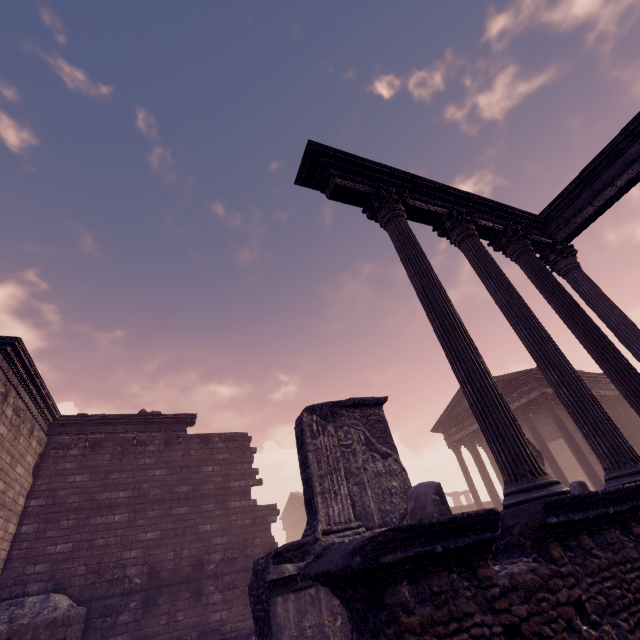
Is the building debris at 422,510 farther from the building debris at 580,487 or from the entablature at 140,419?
the entablature at 140,419

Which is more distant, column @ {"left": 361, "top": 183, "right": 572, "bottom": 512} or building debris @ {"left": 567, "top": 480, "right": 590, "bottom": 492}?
building debris @ {"left": 567, "top": 480, "right": 590, "bottom": 492}

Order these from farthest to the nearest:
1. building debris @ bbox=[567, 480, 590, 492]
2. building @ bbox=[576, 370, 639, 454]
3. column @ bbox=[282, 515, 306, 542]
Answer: column @ bbox=[282, 515, 306, 542]
building @ bbox=[576, 370, 639, 454]
building debris @ bbox=[567, 480, 590, 492]

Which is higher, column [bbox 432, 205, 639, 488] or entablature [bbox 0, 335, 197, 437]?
entablature [bbox 0, 335, 197, 437]

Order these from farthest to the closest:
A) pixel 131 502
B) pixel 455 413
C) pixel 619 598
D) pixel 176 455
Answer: pixel 455 413 → pixel 176 455 → pixel 131 502 → pixel 619 598

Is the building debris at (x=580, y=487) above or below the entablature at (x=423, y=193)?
below

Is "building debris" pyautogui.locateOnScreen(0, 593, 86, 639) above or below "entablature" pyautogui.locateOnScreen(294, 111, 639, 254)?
below

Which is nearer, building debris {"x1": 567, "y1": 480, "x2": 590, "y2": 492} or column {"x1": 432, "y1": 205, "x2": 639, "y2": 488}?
column {"x1": 432, "y1": 205, "x2": 639, "y2": 488}
